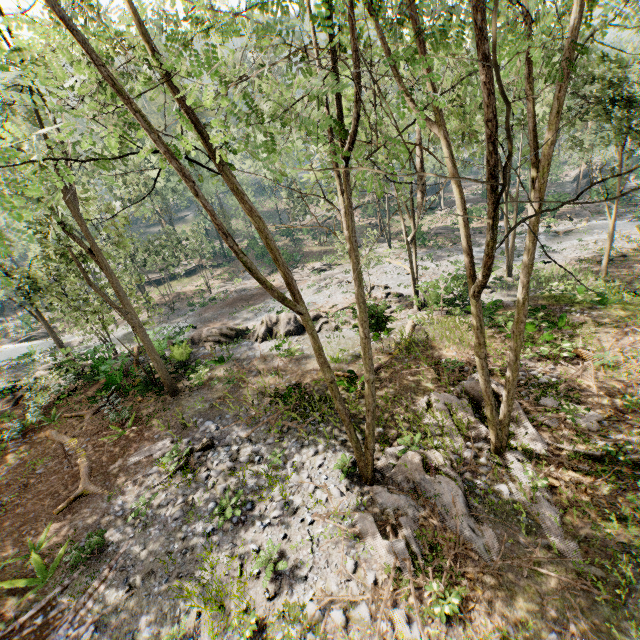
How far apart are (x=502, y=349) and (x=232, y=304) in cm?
2873

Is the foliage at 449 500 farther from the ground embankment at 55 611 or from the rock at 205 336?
the ground embankment at 55 611

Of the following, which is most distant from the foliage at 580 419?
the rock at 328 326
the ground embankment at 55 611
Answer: the ground embankment at 55 611

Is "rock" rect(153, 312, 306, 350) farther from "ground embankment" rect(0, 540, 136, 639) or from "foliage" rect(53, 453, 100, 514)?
"ground embankment" rect(0, 540, 136, 639)

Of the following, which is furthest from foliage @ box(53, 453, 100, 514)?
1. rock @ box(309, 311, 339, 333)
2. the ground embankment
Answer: the ground embankment

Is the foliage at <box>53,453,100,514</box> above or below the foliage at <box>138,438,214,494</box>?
below

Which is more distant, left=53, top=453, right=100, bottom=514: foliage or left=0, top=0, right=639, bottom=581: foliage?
left=53, top=453, right=100, bottom=514: foliage
